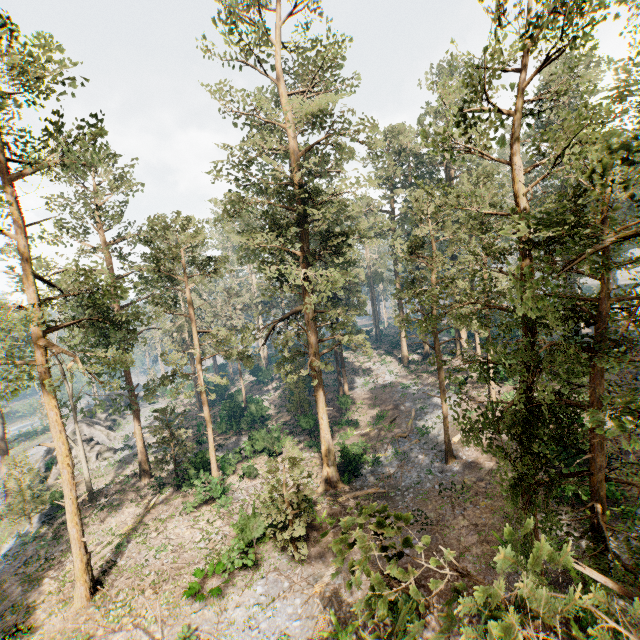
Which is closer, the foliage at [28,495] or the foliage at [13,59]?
the foliage at [13,59]

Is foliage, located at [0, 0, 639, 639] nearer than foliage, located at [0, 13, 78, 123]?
Yes

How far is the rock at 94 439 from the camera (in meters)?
36.06

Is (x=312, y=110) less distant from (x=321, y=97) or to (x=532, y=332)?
(x=321, y=97)

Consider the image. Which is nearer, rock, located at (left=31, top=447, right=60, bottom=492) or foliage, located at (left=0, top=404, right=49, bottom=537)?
foliage, located at (left=0, top=404, right=49, bottom=537)

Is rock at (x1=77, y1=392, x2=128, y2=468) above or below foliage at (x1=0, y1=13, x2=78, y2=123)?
below

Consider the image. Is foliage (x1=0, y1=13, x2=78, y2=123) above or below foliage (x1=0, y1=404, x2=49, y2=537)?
above
